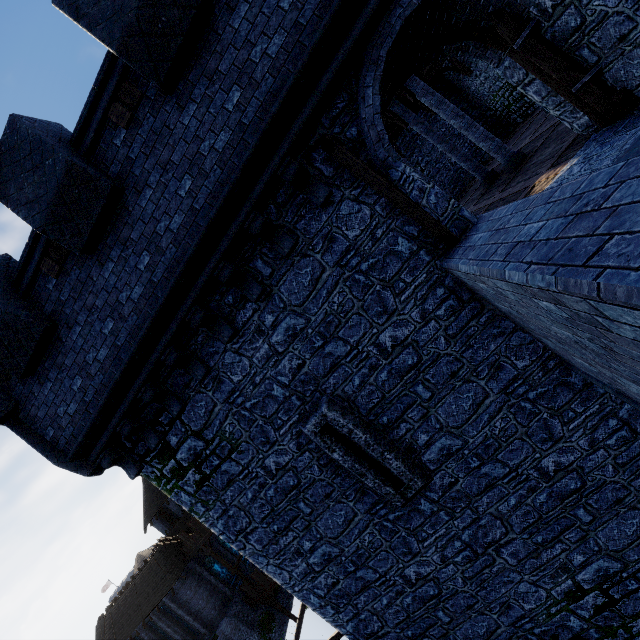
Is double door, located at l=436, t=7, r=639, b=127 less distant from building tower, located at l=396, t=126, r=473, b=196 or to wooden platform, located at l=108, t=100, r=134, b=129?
building tower, located at l=396, t=126, r=473, b=196

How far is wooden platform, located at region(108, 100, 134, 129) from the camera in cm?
505

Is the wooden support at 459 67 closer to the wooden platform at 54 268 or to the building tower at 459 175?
the building tower at 459 175

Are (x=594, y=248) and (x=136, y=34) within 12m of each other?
yes

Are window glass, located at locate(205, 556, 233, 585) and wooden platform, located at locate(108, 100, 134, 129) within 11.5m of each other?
no

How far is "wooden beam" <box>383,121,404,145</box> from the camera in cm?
1633

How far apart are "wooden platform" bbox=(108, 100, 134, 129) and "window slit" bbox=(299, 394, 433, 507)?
5.54m

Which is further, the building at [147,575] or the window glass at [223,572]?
the window glass at [223,572]
